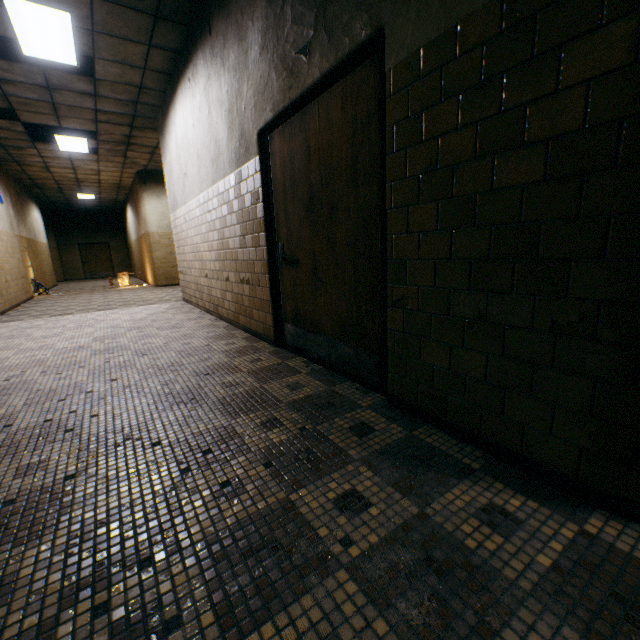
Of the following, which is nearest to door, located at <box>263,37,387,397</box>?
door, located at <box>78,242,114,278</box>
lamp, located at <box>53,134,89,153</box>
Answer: lamp, located at <box>53,134,89,153</box>

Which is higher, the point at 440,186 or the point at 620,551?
the point at 440,186

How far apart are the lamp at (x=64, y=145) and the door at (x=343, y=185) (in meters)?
7.47

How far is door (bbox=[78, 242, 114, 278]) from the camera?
20.0 meters

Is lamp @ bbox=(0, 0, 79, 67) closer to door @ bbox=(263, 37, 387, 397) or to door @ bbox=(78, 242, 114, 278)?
door @ bbox=(263, 37, 387, 397)

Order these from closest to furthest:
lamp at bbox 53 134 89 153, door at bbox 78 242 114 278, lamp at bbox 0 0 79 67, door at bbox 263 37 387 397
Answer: door at bbox 263 37 387 397, lamp at bbox 0 0 79 67, lamp at bbox 53 134 89 153, door at bbox 78 242 114 278

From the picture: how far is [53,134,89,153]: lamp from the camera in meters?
7.7

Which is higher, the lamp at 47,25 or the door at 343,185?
the lamp at 47,25
